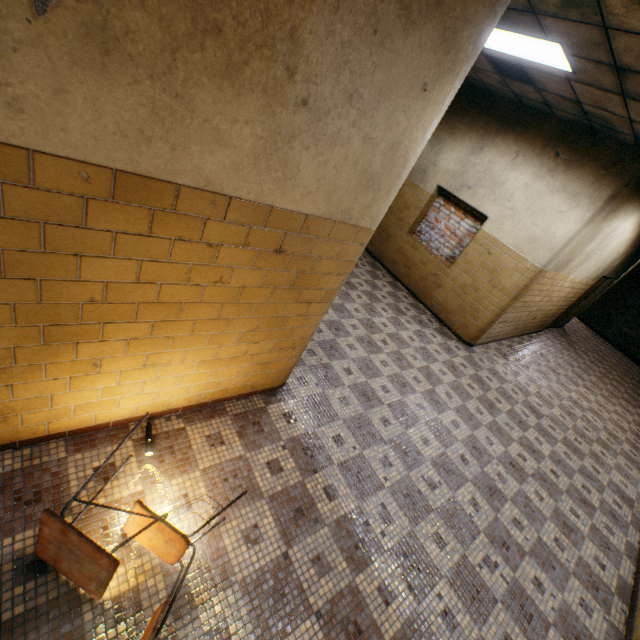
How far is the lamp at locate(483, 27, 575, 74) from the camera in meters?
3.4

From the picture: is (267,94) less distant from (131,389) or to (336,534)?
(131,389)

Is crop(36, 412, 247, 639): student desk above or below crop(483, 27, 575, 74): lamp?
below

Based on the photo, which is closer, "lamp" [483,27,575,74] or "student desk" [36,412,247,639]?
"student desk" [36,412,247,639]

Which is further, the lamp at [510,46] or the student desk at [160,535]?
the lamp at [510,46]

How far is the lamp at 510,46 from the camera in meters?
3.4 m
